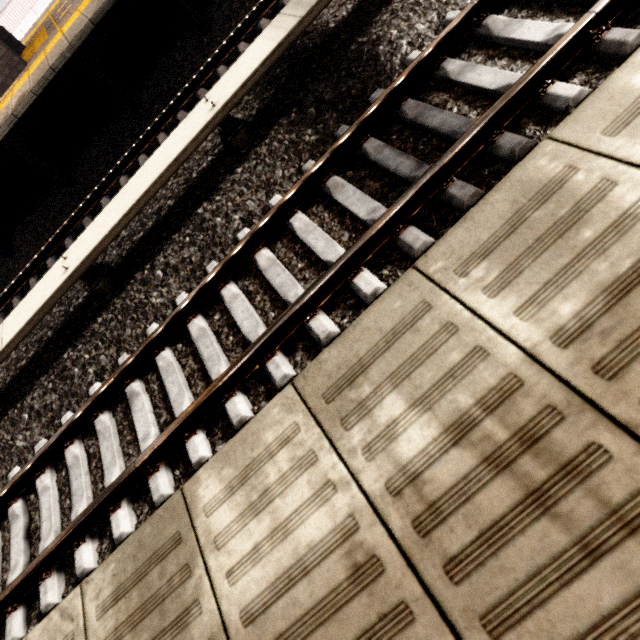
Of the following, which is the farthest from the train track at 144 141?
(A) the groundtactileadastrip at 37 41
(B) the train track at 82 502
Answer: (A) the groundtactileadastrip at 37 41

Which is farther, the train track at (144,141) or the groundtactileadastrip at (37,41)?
the groundtactileadastrip at (37,41)

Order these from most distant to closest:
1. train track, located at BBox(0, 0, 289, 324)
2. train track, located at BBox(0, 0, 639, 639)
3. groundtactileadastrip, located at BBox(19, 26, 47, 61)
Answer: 1. groundtactileadastrip, located at BBox(19, 26, 47, 61)
2. train track, located at BBox(0, 0, 289, 324)
3. train track, located at BBox(0, 0, 639, 639)

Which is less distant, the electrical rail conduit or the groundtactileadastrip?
the electrical rail conduit

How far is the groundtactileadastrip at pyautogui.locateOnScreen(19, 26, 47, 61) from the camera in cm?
688

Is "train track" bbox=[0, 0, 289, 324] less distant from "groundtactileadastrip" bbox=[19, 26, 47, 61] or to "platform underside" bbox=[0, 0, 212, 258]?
"platform underside" bbox=[0, 0, 212, 258]

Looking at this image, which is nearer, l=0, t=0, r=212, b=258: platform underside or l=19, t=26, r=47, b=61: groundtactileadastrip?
l=0, t=0, r=212, b=258: platform underside

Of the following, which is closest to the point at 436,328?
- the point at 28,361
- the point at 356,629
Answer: the point at 356,629
